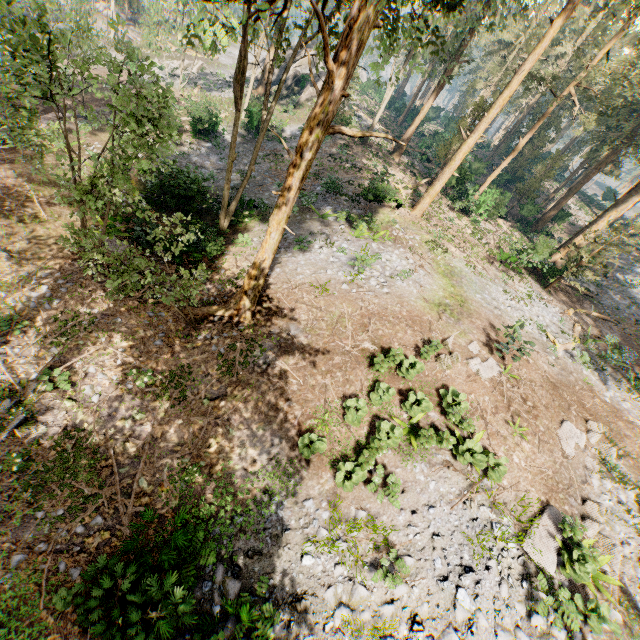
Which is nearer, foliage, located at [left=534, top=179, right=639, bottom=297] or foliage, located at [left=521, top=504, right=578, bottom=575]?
foliage, located at [left=521, top=504, right=578, bottom=575]

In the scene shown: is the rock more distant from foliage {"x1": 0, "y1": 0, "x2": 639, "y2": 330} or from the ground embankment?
the ground embankment

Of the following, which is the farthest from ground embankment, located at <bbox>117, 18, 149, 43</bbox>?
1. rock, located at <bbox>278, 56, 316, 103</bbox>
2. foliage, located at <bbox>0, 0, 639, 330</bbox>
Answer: rock, located at <bbox>278, 56, 316, 103</bbox>

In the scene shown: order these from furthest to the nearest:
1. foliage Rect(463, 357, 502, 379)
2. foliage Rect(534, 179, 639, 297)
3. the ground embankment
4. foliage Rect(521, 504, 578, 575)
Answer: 1. the ground embankment
2. foliage Rect(534, 179, 639, 297)
3. foliage Rect(463, 357, 502, 379)
4. foliage Rect(521, 504, 578, 575)

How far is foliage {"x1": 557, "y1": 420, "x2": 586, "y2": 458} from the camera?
12.4m

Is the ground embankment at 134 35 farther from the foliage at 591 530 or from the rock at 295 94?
the rock at 295 94

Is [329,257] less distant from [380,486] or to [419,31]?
[419,31]

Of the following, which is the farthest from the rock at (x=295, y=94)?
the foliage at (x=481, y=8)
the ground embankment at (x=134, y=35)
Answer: the ground embankment at (x=134, y=35)
